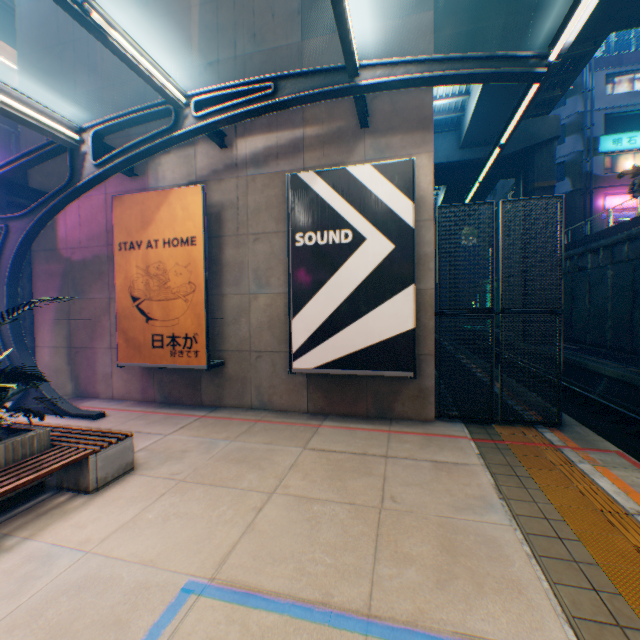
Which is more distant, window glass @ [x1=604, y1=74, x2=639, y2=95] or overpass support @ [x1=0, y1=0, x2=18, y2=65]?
window glass @ [x1=604, y1=74, x2=639, y2=95]

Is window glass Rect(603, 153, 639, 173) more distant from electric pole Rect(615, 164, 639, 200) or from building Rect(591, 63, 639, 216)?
electric pole Rect(615, 164, 639, 200)

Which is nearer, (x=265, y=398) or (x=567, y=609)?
(x=567, y=609)

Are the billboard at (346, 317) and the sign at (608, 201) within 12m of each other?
no

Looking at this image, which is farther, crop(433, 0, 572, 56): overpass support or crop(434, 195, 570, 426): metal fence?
crop(433, 0, 572, 56): overpass support

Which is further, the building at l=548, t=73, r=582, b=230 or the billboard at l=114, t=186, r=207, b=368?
the building at l=548, t=73, r=582, b=230

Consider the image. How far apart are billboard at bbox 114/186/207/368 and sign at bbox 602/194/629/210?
30.9 meters

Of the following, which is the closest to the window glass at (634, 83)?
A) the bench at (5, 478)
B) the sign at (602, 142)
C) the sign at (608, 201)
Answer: the sign at (602, 142)
